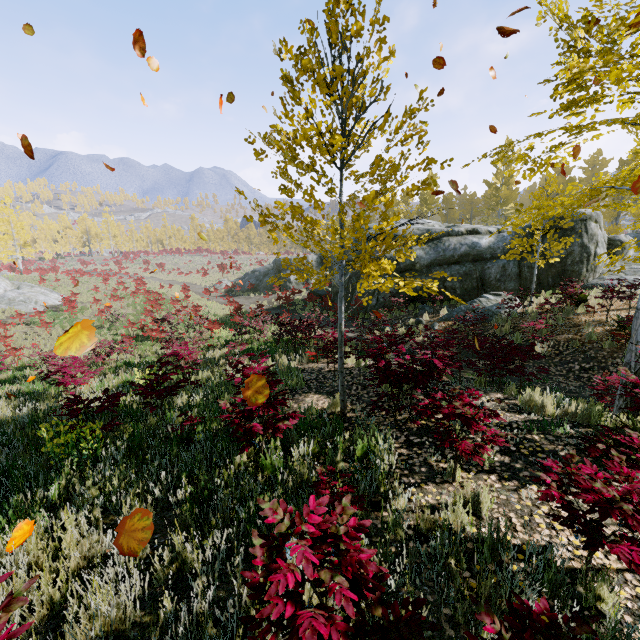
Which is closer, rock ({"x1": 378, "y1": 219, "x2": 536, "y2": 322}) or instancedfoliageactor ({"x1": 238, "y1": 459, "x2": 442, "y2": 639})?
instancedfoliageactor ({"x1": 238, "y1": 459, "x2": 442, "y2": 639})

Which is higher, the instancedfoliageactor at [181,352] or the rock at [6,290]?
the instancedfoliageactor at [181,352]

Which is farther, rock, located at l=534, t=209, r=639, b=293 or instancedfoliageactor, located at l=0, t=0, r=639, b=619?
rock, located at l=534, t=209, r=639, b=293

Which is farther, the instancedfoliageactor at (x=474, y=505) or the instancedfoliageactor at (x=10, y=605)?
the instancedfoliageactor at (x=474, y=505)

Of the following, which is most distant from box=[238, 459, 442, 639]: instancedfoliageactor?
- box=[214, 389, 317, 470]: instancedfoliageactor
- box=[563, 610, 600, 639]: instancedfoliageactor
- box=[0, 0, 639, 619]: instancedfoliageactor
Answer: box=[0, 0, 639, 619]: instancedfoliageactor

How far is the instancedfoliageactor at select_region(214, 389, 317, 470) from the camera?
3.89m

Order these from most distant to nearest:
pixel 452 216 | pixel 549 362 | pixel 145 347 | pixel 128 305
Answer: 1. pixel 452 216
2. pixel 128 305
3. pixel 145 347
4. pixel 549 362

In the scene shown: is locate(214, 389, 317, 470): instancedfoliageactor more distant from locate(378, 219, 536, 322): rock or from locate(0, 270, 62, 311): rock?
locate(0, 270, 62, 311): rock
